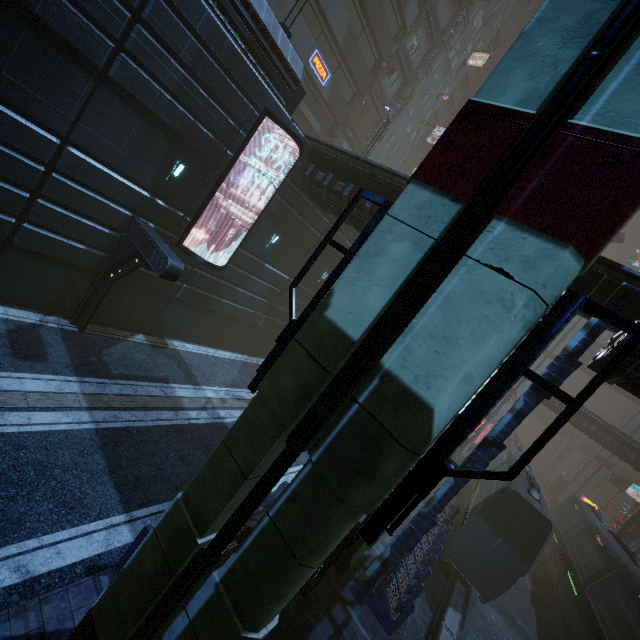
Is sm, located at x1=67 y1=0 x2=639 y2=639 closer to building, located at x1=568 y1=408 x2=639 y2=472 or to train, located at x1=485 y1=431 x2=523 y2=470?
building, located at x1=568 y1=408 x2=639 y2=472

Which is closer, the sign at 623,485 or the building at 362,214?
the building at 362,214

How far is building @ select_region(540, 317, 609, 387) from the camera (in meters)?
8.57

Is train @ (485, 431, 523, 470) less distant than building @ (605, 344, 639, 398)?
No

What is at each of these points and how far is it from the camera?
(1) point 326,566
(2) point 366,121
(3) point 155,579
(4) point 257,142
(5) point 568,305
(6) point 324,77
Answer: (1) street light, 8.8 meters
(2) building, 37.7 meters
(3) sm, 4.5 meters
(4) building, 13.5 meters
(5) sm, 3.1 meters
(6) sign, 23.8 meters

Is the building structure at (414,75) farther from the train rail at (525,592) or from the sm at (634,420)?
the train rail at (525,592)
